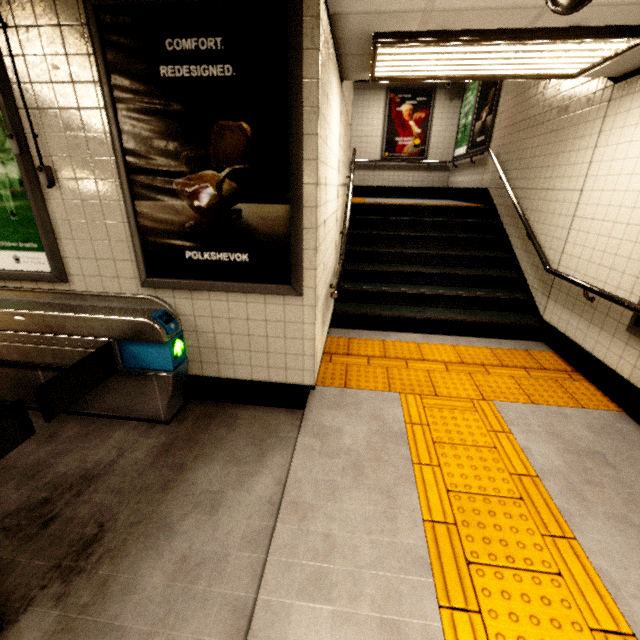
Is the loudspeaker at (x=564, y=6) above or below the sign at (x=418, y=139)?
below

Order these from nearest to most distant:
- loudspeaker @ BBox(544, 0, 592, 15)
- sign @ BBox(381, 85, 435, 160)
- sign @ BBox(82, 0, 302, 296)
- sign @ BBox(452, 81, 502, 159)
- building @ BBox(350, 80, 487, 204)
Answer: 1. loudspeaker @ BBox(544, 0, 592, 15)
2. sign @ BBox(82, 0, 302, 296)
3. sign @ BBox(452, 81, 502, 159)
4. building @ BBox(350, 80, 487, 204)
5. sign @ BBox(381, 85, 435, 160)

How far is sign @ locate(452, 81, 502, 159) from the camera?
6.4m

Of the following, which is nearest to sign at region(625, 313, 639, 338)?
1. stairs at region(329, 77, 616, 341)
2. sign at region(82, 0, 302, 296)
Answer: stairs at region(329, 77, 616, 341)

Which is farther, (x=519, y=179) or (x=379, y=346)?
(x=519, y=179)

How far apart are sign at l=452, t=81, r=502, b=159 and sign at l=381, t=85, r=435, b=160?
1.7m

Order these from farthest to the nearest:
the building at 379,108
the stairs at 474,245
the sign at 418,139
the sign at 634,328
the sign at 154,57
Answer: the sign at 418,139 → the building at 379,108 → the stairs at 474,245 → the sign at 634,328 → the sign at 154,57

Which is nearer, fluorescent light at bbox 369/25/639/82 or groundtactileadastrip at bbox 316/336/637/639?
groundtactileadastrip at bbox 316/336/637/639
